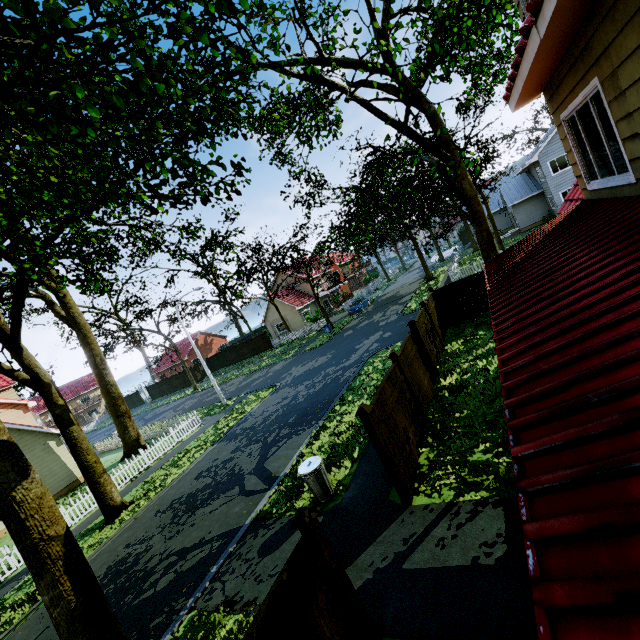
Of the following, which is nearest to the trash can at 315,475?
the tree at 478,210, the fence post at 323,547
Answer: the fence post at 323,547

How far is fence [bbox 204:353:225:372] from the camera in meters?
46.4 m

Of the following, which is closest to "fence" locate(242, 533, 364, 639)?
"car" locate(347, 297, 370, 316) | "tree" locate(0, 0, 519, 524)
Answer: "tree" locate(0, 0, 519, 524)

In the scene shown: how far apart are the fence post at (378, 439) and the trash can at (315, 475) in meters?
1.8 m

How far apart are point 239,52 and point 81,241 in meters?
13.5

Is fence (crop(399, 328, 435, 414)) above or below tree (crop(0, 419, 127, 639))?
below

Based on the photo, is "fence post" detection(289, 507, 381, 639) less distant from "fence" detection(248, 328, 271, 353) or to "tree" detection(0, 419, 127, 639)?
"fence" detection(248, 328, 271, 353)

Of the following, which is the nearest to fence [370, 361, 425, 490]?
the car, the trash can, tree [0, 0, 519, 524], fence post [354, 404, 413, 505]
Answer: fence post [354, 404, 413, 505]
